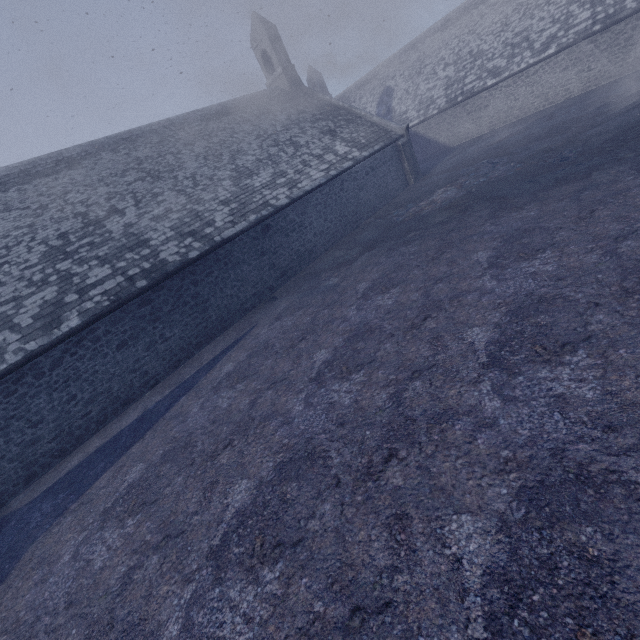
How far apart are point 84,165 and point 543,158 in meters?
19.0
